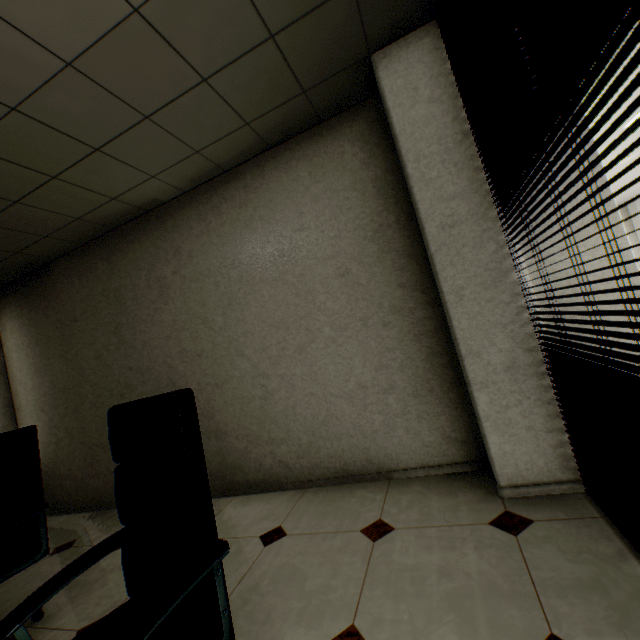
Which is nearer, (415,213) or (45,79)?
(45,79)

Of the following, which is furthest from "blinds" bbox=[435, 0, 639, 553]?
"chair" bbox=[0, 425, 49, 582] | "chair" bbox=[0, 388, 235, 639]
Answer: "chair" bbox=[0, 425, 49, 582]

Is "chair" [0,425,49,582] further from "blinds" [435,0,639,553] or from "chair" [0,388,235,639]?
"blinds" [435,0,639,553]

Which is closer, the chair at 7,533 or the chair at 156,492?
the chair at 156,492

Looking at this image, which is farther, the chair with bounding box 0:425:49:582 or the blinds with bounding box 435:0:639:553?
the chair with bounding box 0:425:49:582

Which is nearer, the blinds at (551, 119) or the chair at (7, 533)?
the blinds at (551, 119)

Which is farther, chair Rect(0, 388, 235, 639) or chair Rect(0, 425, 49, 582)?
chair Rect(0, 425, 49, 582)
